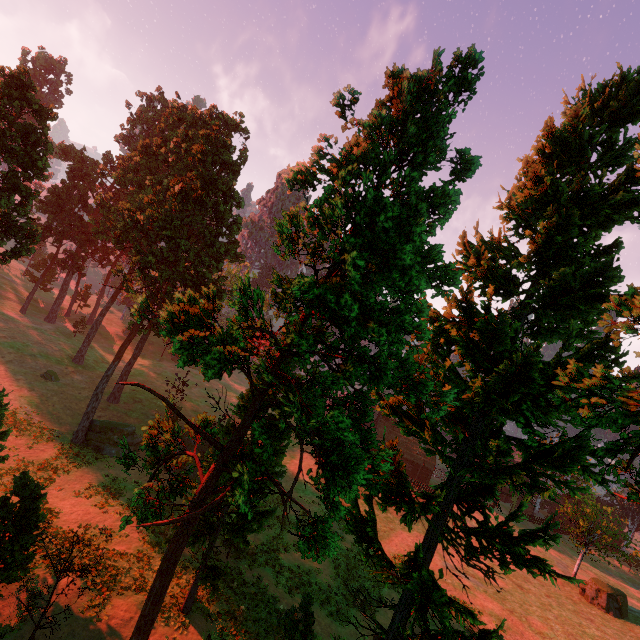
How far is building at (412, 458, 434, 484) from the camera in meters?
59.5

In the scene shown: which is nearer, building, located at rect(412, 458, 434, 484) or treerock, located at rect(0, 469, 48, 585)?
treerock, located at rect(0, 469, 48, 585)

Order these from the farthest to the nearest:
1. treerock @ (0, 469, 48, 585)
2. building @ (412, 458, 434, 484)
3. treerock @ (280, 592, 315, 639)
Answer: building @ (412, 458, 434, 484)
treerock @ (280, 592, 315, 639)
treerock @ (0, 469, 48, 585)

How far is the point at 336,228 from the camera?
8.58m

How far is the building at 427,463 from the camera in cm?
5953

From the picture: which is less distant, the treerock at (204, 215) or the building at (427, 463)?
the treerock at (204, 215)

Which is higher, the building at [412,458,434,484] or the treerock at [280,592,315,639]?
the treerock at [280,592,315,639]
